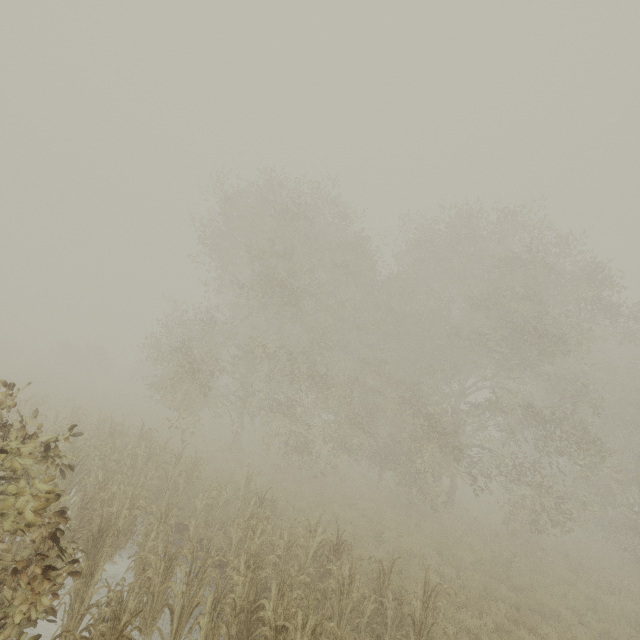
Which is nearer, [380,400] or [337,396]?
[380,400]
